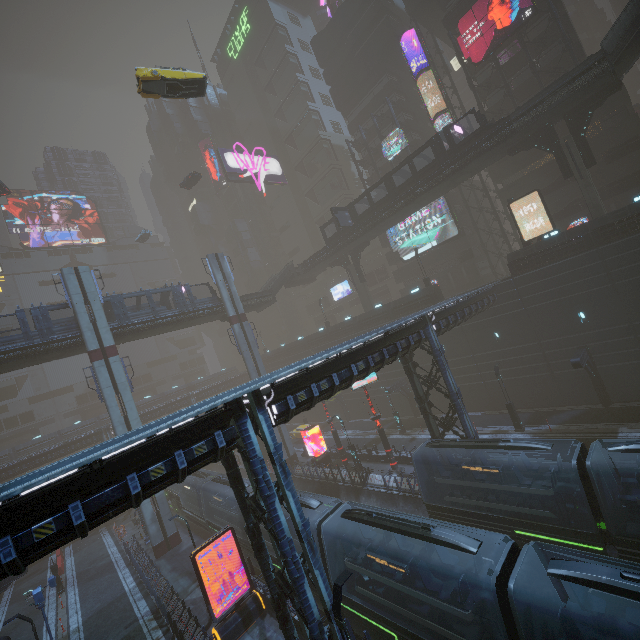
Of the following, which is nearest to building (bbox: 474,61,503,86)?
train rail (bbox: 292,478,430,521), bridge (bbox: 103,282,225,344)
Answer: train rail (bbox: 292,478,430,521)

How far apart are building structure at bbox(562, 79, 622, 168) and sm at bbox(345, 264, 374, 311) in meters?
25.7 m

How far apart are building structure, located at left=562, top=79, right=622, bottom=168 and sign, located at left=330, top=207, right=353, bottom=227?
21.04m

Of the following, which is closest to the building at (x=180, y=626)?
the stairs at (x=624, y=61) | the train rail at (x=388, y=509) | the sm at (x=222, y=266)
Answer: the train rail at (x=388, y=509)

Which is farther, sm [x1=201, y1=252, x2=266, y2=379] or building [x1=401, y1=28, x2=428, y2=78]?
building [x1=401, y1=28, x2=428, y2=78]

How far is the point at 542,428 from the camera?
25.5m

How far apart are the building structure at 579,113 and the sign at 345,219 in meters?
21.0

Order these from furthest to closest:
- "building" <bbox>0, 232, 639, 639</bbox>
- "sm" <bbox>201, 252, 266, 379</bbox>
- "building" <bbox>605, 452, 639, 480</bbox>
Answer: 1. "sm" <bbox>201, 252, 266, 379</bbox>
2. "building" <bbox>605, 452, 639, 480</bbox>
3. "building" <bbox>0, 232, 639, 639</bbox>
